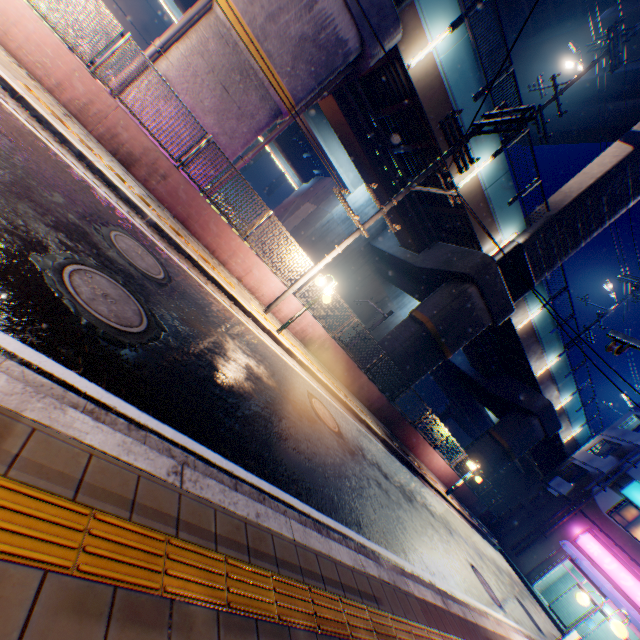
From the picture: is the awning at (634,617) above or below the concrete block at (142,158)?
above

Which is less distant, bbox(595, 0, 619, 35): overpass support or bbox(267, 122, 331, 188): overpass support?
bbox(595, 0, 619, 35): overpass support

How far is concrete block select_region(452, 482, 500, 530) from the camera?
20.62m

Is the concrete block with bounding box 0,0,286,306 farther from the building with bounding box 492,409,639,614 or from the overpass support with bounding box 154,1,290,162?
the overpass support with bounding box 154,1,290,162

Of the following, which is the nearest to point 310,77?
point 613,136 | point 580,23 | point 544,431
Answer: point 580,23

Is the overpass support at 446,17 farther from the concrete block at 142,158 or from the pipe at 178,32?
the concrete block at 142,158

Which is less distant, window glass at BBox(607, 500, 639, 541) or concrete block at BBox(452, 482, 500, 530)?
window glass at BBox(607, 500, 639, 541)

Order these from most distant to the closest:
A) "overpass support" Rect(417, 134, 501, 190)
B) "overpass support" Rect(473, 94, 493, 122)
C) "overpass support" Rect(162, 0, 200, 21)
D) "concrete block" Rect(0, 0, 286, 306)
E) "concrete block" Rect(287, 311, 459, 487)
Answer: "overpass support" Rect(162, 0, 200, 21)
"overpass support" Rect(417, 134, 501, 190)
"overpass support" Rect(473, 94, 493, 122)
"concrete block" Rect(287, 311, 459, 487)
"concrete block" Rect(0, 0, 286, 306)
